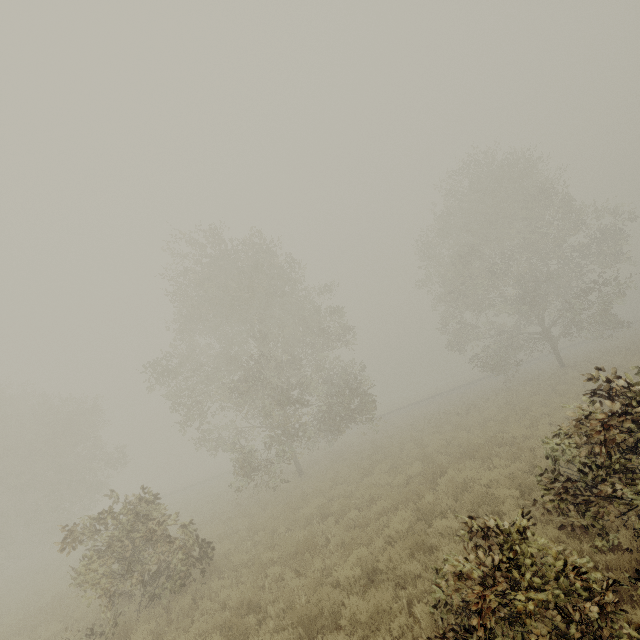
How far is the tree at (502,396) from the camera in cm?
1997

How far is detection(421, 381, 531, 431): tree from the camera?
19.97m

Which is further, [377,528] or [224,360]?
[224,360]

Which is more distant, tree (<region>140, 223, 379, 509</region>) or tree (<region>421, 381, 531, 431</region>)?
tree (<region>421, 381, 531, 431</region>)

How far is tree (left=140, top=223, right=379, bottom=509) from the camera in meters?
17.9 m

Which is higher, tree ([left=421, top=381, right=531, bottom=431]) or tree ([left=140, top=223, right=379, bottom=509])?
tree ([left=140, top=223, right=379, bottom=509])

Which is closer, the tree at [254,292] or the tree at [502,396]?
the tree at [254,292]
